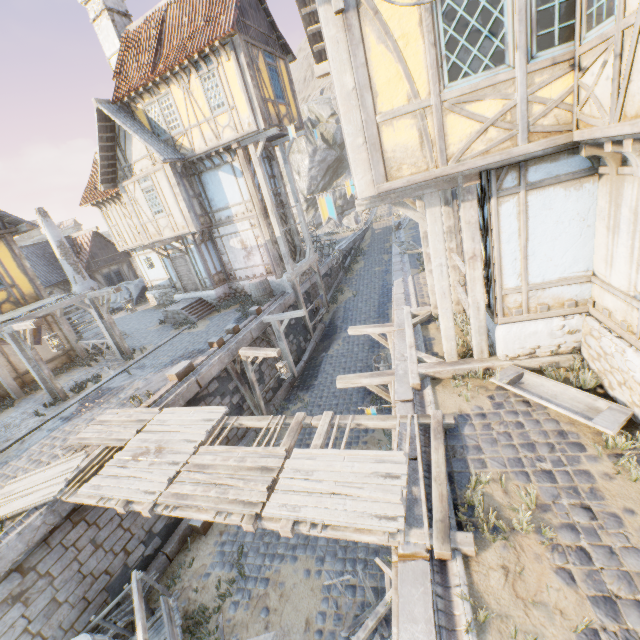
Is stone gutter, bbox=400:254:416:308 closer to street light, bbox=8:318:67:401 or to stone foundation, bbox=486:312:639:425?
stone foundation, bbox=486:312:639:425

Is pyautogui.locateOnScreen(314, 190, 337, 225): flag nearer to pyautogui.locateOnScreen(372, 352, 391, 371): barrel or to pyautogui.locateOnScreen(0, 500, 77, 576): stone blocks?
pyautogui.locateOnScreen(0, 500, 77, 576): stone blocks

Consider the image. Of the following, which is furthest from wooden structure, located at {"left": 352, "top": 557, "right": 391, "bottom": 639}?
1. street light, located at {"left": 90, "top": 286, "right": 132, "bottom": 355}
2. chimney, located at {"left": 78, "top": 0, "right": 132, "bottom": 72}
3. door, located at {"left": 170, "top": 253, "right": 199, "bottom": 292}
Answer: chimney, located at {"left": 78, "top": 0, "right": 132, "bottom": 72}

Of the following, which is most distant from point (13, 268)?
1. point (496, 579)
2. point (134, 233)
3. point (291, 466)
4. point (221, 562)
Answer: point (496, 579)

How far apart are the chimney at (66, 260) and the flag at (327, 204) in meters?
25.7

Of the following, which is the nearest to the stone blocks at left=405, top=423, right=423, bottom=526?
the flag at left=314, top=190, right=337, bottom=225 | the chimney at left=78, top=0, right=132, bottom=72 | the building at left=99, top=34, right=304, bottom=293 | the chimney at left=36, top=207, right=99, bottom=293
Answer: the building at left=99, top=34, right=304, bottom=293

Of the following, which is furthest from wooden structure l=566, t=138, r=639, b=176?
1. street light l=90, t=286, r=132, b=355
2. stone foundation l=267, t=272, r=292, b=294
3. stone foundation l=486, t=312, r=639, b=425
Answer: street light l=90, t=286, r=132, b=355

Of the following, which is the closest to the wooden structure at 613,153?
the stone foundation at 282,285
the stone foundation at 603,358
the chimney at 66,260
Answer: the stone foundation at 603,358
